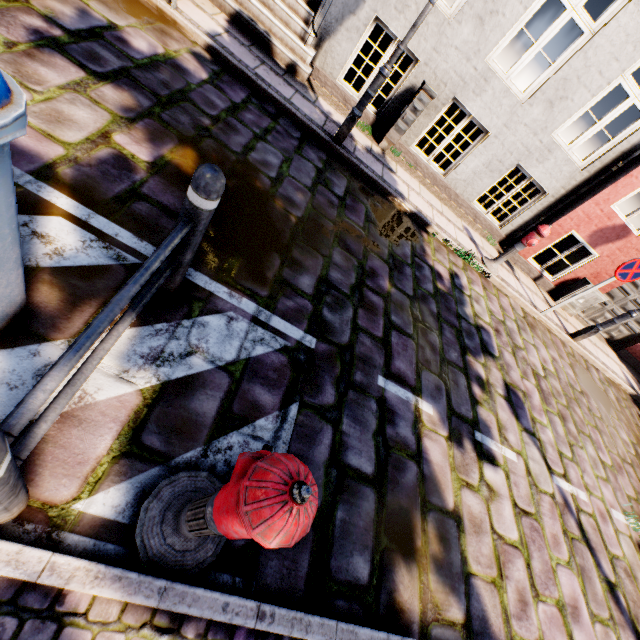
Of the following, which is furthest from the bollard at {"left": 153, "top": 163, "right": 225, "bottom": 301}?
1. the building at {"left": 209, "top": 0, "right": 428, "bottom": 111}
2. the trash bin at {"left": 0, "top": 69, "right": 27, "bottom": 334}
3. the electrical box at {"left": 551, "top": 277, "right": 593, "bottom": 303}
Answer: the electrical box at {"left": 551, "top": 277, "right": 593, "bottom": 303}

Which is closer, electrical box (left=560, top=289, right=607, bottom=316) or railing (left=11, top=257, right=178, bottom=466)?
railing (left=11, top=257, right=178, bottom=466)

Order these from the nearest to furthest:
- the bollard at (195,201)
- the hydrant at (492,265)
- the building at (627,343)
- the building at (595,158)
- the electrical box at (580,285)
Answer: the bollard at (195,201) → the building at (595,158) → the hydrant at (492,265) → the electrical box at (580,285) → the building at (627,343)

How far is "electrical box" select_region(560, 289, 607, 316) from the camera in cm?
796

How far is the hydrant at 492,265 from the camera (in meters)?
5.93

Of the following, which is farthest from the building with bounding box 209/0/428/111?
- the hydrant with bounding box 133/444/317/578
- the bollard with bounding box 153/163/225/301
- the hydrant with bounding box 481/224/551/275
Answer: the hydrant with bounding box 133/444/317/578

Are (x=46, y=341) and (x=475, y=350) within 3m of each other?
no

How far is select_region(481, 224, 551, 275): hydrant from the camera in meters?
5.9
